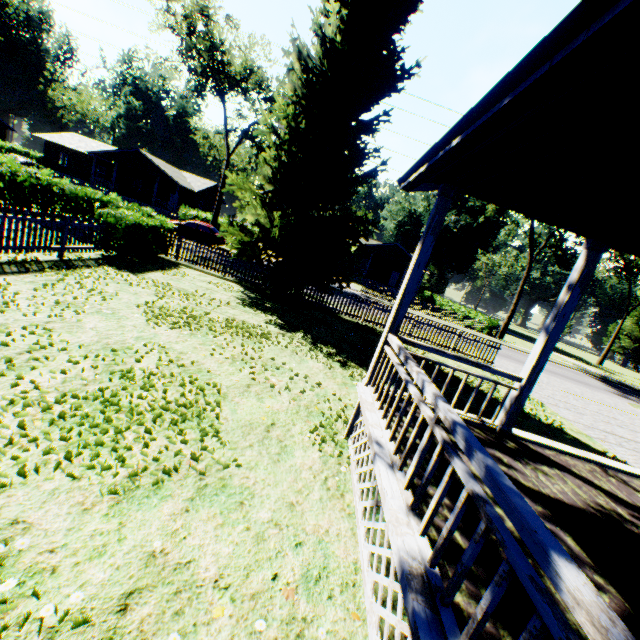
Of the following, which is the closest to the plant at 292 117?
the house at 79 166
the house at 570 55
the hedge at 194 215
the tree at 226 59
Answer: the house at 570 55

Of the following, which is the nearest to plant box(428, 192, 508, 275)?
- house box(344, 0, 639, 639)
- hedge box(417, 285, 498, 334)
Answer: house box(344, 0, 639, 639)

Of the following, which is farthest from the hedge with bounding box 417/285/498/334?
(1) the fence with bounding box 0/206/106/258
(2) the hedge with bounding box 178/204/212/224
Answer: (2) the hedge with bounding box 178/204/212/224

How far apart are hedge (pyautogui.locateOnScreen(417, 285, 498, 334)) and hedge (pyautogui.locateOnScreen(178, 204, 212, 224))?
30.58m

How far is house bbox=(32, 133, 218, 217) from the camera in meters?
37.4 m

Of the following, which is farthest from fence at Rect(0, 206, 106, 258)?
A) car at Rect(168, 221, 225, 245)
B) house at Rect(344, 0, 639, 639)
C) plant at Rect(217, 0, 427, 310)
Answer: car at Rect(168, 221, 225, 245)

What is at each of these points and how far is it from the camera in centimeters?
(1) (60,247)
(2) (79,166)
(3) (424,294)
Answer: (1) fence, 1013cm
(2) house, 4231cm
(3) hedge, 5397cm

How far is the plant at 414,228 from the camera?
57.0 meters
